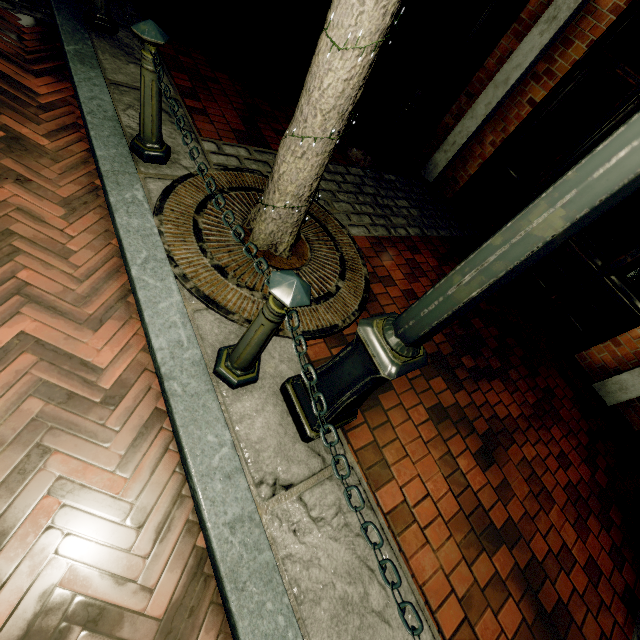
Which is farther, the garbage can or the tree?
the garbage can

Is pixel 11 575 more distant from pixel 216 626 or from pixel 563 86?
pixel 563 86

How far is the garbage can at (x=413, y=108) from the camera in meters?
4.6 m

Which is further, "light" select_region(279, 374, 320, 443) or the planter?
the planter

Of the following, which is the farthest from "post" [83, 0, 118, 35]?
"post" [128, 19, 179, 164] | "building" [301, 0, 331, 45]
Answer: "building" [301, 0, 331, 45]

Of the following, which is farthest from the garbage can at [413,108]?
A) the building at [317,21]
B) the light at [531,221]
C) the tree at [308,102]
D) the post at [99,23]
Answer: the light at [531,221]

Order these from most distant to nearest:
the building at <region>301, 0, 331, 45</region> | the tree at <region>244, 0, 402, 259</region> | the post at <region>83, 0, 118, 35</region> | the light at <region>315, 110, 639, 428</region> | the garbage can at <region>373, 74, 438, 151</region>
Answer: the building at <region>301, 0, 331, 45</region>, the garbage can at <region>373, 74, 438, 151</region>, the post at <region>83, 0, 118, 35</region>, the tree at <region>244, 0, 402, 259</region>, the light at <region>315, 110, 639, 428</region>

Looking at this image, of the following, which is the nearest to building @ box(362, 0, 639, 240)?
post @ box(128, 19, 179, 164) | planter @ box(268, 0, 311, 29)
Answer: planter @ box(268, 0, 311, 29)
